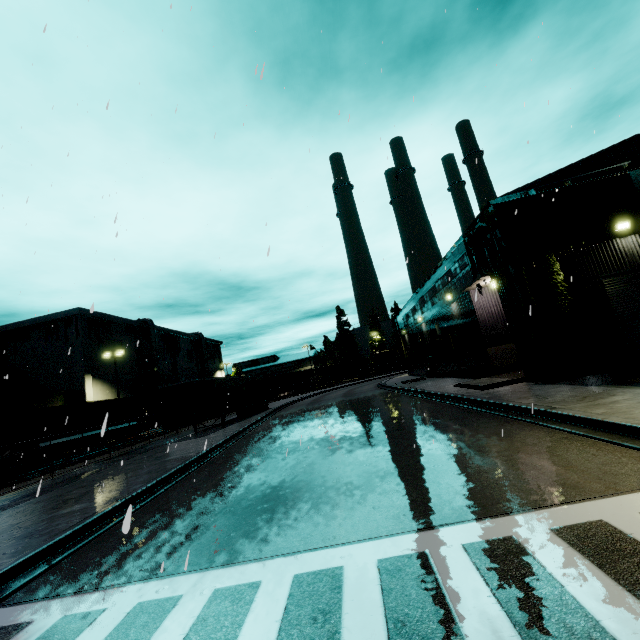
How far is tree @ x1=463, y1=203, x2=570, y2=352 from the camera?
12.8 meters

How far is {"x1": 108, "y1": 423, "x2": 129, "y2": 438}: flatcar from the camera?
28.1 meters

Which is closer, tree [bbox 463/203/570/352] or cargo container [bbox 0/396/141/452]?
tree [bbox 463/203/570/352]

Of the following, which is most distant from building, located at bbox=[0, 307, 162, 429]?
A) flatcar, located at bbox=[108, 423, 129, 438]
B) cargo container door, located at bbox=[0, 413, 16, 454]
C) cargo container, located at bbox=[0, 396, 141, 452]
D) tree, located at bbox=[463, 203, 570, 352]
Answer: cargo container door, located at bbox=[0, 413, 16, 454]

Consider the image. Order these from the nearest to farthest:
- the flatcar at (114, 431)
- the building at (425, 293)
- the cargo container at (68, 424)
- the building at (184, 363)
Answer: the building at (425, 293), the cargo container at (68, 424), the flatcar at (114, 431), the building at (184, 363)

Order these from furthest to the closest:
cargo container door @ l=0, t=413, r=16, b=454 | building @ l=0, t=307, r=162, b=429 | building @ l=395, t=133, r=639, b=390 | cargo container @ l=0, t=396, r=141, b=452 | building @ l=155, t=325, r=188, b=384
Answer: building @ l=155, t=325, r=188, b=384
building @ l=0, t=307, r=162, b=429
cargo container @ l=0, t=396, r=141, b=452
cargo container door @ l=0, t=413, r=16, b=454
building @ l=395, t=133, r=639, b=390

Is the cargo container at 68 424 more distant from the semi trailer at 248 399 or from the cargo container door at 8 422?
the semi trailer at 248 399

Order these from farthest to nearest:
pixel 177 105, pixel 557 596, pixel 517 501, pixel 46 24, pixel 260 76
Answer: pixel 46 24 → pixel 177 105 → pixel 517 501 → pixel 557 596 → pixel 260 76
